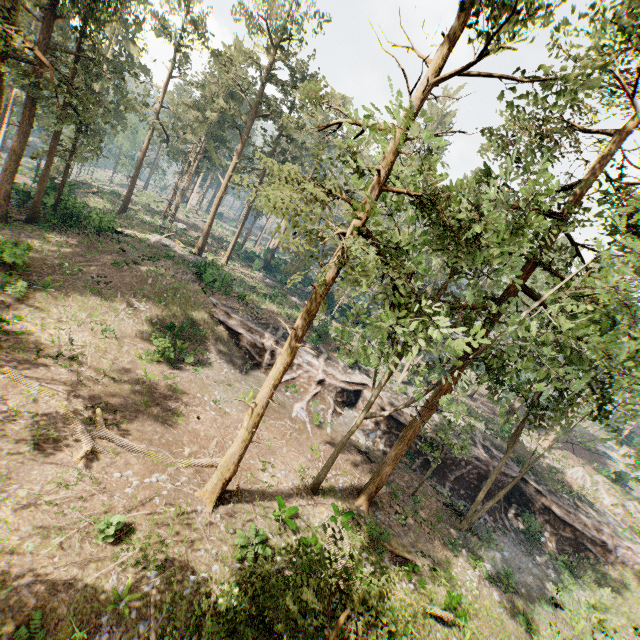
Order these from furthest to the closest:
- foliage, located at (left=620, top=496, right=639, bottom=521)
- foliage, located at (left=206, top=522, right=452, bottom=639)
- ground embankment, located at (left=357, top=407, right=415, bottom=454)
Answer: foliage, located at (left=620, top=496, right=639, bottom=521), ground embankment, located at (left=357, top=407, right=415, bottom=454), foliage, located at (left=206, top=522, right=452, bottom=639)

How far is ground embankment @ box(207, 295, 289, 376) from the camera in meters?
27.3

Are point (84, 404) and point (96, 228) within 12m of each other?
no

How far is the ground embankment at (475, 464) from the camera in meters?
26.7 m

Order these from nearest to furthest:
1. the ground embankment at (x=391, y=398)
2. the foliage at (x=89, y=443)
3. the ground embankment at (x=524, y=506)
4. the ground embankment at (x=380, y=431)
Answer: the foliage at (x=89, y=443), the ground embankment at (x=524, y=506), the ground embankment at (x=380, y=431), the ground embankment at (x=391, y=398)

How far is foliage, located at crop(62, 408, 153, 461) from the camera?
13.4 meters

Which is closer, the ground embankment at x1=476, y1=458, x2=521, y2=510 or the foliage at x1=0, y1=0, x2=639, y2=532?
the foliage at x1=0, y1=0, x2=639, y2=532
